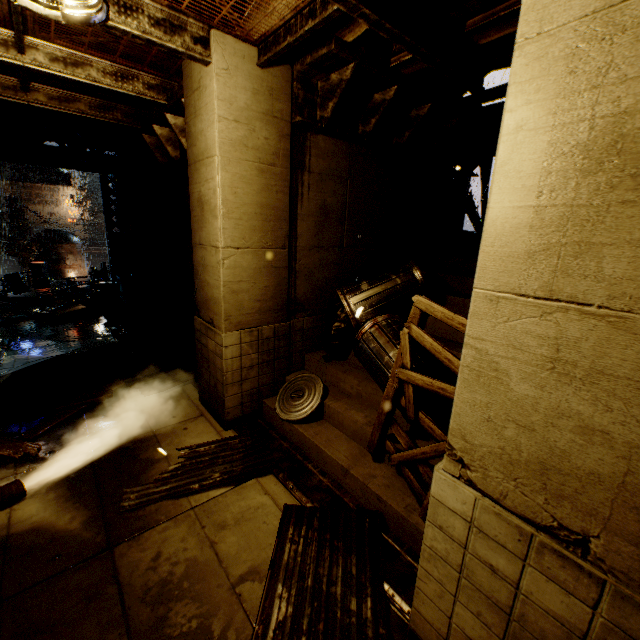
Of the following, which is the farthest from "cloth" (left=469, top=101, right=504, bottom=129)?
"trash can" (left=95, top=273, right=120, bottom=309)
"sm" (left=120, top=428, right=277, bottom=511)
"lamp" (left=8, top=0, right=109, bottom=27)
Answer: "trash can" (left=95, top=273, right=120, bottom=309)

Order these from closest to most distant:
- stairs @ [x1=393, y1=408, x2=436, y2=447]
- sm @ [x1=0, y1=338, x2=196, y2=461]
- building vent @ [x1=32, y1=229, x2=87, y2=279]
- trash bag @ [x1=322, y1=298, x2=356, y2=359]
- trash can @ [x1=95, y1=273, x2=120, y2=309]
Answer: stairs @ [x1=393, y1=408, x2=436, y2=447] → sm @ [x1=0, y1=338, x2=196, y2=461] → trash bag @ [x1=322, y1=298, x2=356, y2=359] → trash can @ [x1=95, y1=273, x2=120, y2=309] → building vent @ [x1=32, y1=229, x2=87, y2=279]

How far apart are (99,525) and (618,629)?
4.74m

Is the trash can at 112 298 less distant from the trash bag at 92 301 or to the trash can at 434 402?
the trash bag at 92 301

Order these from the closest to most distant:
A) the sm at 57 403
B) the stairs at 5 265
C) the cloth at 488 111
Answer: the sm at 57 403 < the cloth at 488 111 < the stairs at 5 265

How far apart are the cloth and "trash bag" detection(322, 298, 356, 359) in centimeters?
479cm

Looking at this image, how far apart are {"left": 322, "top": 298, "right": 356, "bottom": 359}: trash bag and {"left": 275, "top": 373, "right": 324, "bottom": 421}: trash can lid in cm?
49

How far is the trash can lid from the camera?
5.3 meters
